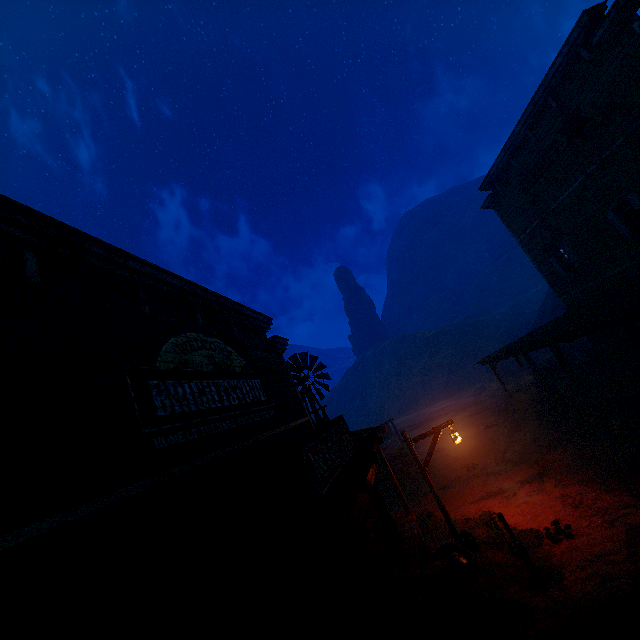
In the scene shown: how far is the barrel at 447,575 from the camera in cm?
665

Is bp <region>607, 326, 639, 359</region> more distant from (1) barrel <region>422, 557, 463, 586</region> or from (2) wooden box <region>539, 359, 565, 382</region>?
(1) barrel <region>422, 557, 463, 586</region>

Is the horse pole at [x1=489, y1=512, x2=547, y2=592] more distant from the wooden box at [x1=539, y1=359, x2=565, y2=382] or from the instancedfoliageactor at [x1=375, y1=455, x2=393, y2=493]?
the wooden box at [x1=539, y1=359, x2=565, y2=382]

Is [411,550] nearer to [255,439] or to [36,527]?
[255,439]

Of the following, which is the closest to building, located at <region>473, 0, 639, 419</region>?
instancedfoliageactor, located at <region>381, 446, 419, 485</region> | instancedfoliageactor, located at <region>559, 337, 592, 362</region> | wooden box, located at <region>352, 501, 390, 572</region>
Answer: wooden box, located at <region>352, 501, 390, 572</region>

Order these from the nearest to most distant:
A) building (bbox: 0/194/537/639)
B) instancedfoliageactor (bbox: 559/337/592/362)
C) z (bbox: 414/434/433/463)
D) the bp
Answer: building (bbox: 0/194/537/639)
the bp
z (bbox: 414/434/433/463)
instancedfoliageactor (bbox: 559/337/592/362)

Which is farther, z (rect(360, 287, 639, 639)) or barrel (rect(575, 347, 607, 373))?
barrel (rect(575, 347, 607, 373))

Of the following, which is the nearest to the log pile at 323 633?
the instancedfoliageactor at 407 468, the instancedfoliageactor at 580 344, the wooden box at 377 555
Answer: the wooden box at 377 555
